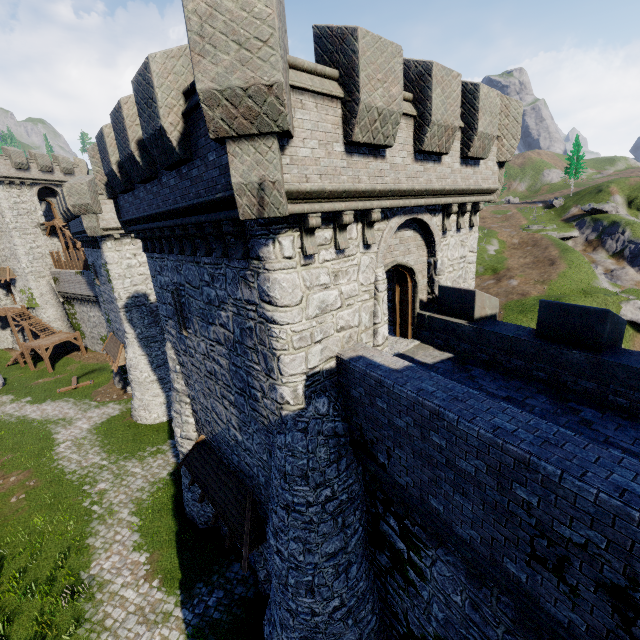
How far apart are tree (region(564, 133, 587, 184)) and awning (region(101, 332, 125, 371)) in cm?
7553

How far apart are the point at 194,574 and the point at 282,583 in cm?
719

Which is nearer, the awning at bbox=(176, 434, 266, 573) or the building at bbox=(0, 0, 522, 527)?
the building at bbox=(0, 0, 522, 527)

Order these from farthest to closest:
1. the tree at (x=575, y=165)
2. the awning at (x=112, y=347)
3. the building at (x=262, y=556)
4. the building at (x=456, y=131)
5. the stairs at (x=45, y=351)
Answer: the tree at (x=575, y=165)
the stairs at (x=45, y=351)
the awning at (x=112, y=347)
the building at (x=262, y=556)
the building at (x=456, y=131)

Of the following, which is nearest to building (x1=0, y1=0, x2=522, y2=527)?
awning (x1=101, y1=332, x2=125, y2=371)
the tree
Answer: awning (x1=101, y1=332, x2=125, y2=371)

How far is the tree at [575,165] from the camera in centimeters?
5791cm

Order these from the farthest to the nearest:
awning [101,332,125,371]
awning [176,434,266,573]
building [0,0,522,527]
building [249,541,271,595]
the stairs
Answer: the stairs → awning [101,332,125,371] → building [249,541,271,595] → awning [176,434,266,573] → building [0,0,522,527]

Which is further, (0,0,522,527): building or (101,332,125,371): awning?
(101,332,125,371): awning
